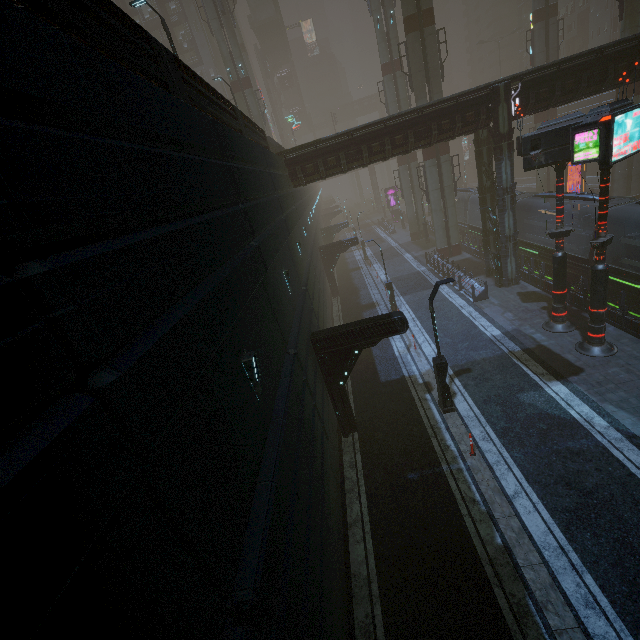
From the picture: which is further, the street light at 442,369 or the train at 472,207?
the train at 472,207

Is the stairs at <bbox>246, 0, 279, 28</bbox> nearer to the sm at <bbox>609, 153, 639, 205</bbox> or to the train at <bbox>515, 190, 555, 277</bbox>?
the sm at <bbox>609, 153, 639, 205</bbox>

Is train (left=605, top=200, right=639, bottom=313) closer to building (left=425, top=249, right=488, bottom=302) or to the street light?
building (left=425, top=249, right=488, bottom=302)

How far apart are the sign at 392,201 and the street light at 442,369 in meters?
48.0 m

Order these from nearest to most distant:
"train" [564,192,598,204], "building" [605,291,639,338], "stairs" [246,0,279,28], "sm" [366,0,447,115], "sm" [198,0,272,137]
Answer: "building" [605,291,639,338]
"train" [564,192,598,204]
"sm" [366,0,447,115]
"sm" [198,0,272,137]
"stairs" [246,0,279,28]

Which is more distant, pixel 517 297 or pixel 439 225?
pixel 439 225

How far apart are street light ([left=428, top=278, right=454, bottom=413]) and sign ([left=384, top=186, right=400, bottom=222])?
47.98m

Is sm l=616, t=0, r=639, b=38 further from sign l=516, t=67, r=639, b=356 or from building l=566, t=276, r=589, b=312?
sign l=516, t=67, r=639, b=356
